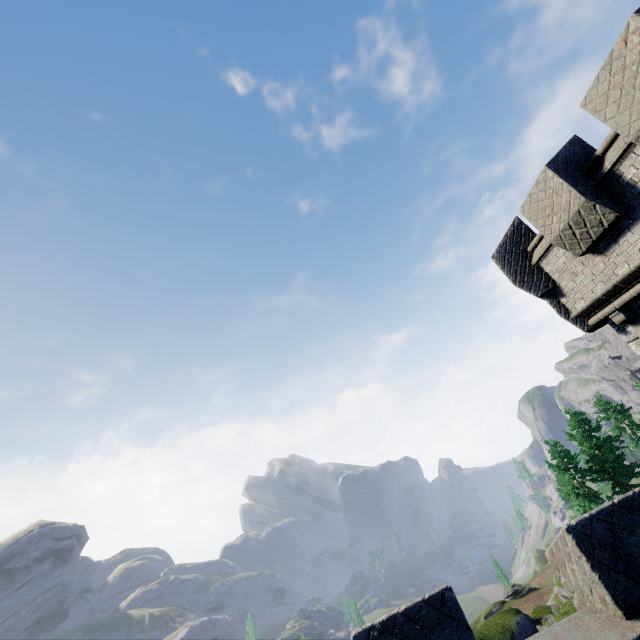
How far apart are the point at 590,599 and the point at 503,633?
37.8 meters
